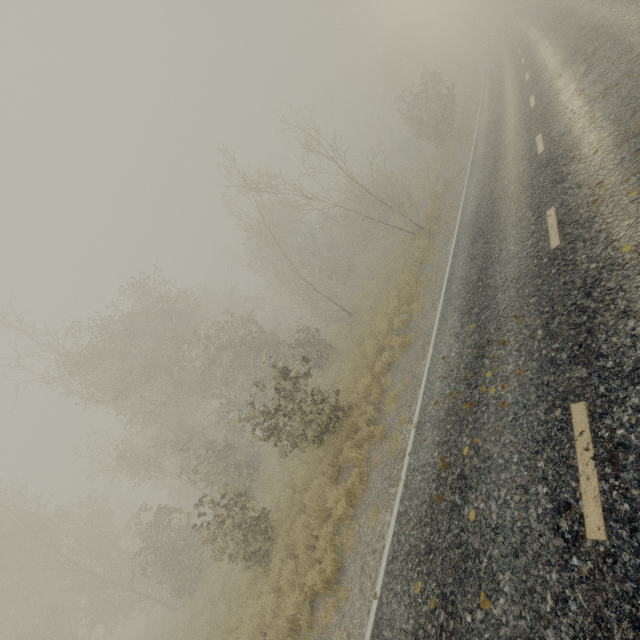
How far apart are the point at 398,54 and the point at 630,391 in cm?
6125
